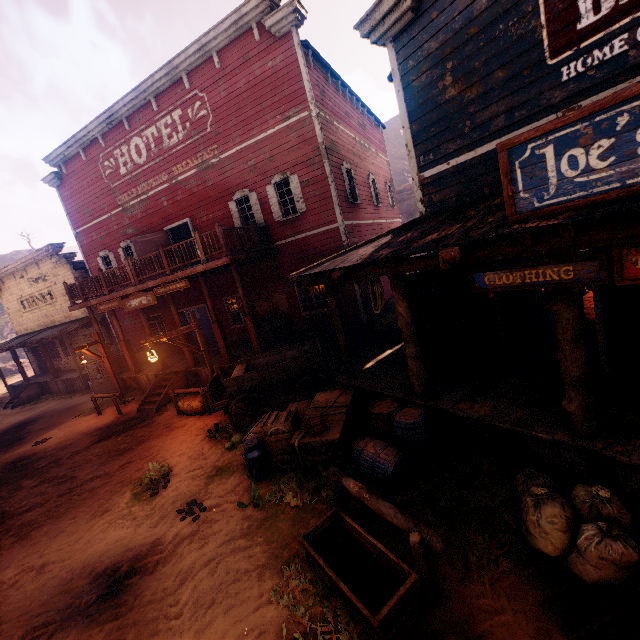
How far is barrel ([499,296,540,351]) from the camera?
6.52m

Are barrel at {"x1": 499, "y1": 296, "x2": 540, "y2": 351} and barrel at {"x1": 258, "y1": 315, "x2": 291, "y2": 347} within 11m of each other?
yes

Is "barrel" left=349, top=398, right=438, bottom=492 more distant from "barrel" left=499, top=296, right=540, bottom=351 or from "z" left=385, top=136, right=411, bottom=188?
"barrel" left=499, top=296, right=540, bottom=351

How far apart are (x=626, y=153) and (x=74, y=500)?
11.5m

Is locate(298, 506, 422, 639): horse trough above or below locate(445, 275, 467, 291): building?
below

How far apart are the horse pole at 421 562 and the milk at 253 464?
2.1m

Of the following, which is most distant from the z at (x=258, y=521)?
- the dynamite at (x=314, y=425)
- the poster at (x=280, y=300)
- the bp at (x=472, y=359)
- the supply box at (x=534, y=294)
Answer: the supply box at (x=534, y=294)

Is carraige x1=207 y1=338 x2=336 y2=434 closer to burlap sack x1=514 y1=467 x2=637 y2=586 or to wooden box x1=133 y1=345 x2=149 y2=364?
burlap sack x1=514 y1=467 x2=637 y2=586
